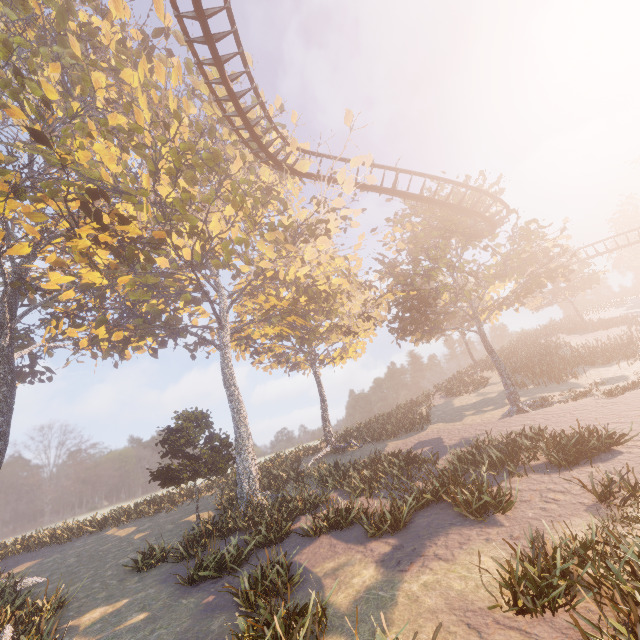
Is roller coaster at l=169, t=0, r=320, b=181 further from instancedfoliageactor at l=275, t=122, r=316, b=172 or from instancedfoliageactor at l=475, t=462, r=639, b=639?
instancedfoliageactor at l=475, t=462, r=639, b=639

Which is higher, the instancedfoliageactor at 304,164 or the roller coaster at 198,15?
the instancedfoliageactor at 304,164

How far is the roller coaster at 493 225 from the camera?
21.1m

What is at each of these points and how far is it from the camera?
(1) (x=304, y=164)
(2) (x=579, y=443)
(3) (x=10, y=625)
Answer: (1) instancedfoliageactor, 20.7 meters
(2) instancedfoliageactor, 12.7 meters
(3) instancedfoliageactor, 11.1 meters

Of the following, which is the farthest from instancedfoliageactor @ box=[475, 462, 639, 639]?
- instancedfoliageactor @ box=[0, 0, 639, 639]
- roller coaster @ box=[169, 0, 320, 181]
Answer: roller coaster @ box=[169, 0, 320, 181]

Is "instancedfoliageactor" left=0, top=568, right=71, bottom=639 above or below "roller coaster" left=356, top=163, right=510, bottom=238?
below

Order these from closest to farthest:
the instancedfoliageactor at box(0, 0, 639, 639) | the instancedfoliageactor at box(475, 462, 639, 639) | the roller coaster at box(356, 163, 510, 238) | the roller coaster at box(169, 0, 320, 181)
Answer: the instancedfoliageactor at box(475, 462, 639, 639) → the roller coaster at box(169, 0, 320, 181) → the instancedfoliageactor at box(0, 0, 639, 639) → the roller coaster at box(356, 163, 510, 238)

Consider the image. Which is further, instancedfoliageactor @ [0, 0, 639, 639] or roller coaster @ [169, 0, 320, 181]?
instancedfoliageactor @ [0, 0, 639, 639]
